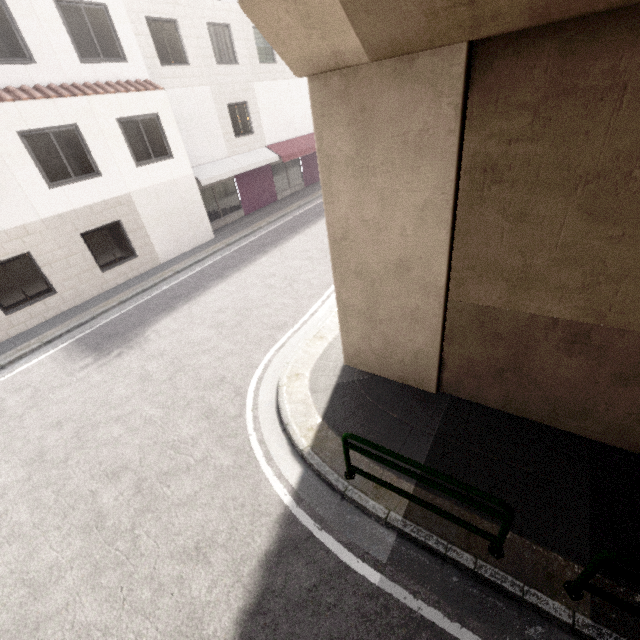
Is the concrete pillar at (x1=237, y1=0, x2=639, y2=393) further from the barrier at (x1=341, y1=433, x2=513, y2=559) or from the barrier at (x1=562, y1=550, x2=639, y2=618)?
the barrier at (x1=562, y1=550, x2=639, y2=618)

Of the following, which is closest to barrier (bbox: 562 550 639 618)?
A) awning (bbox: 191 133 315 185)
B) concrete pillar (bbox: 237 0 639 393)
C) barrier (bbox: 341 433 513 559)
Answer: barrier (bbox: 341 433 513 559)

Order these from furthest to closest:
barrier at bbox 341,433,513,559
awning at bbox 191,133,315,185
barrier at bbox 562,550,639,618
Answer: awning at bbox 191,133,315,185
barrier at bbox 341,433,513,559
barrier at bbox 562,550,639,618

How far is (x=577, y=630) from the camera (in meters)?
3.24

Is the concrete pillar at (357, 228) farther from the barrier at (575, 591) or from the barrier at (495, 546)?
the barrier at (575, 591)

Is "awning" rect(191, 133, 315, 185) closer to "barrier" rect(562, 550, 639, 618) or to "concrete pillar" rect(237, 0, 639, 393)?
"concrete pillar" rect(237, 0, 639, 393)

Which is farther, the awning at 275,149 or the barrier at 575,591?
the awning at 275,149

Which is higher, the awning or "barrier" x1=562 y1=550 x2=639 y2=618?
the awning
